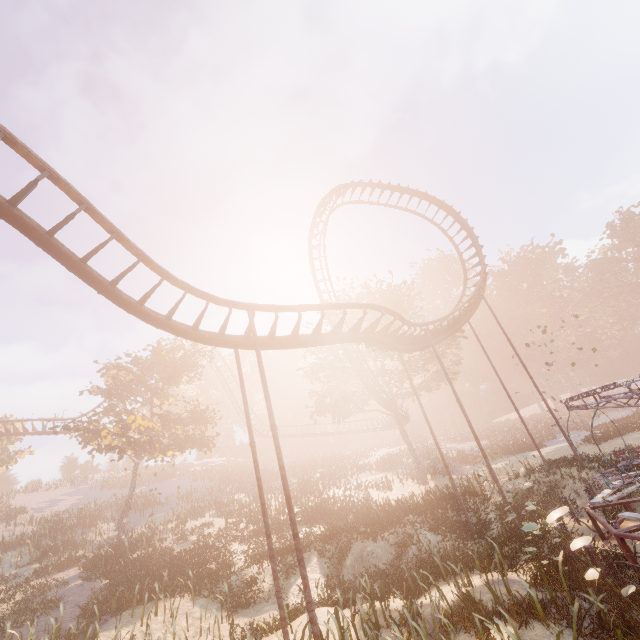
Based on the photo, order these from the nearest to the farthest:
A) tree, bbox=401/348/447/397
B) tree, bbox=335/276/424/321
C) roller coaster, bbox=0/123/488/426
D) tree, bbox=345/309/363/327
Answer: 1. roller coaster, bbox=0/123/488/426
2. tree, bbox=401/348/447/397
3. tree, bbox=335/276/424/321
4. tree, bbox=345/309/363/327

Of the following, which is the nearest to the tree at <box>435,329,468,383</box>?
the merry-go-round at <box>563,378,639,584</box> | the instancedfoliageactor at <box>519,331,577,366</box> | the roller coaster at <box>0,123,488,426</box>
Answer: the roller coaster at <box>0,123,488,426</box>

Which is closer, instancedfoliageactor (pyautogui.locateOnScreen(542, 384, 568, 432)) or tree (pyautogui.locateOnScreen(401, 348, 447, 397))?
tree (pyautogui.locateOnScreen(401, 348, 447, 397))

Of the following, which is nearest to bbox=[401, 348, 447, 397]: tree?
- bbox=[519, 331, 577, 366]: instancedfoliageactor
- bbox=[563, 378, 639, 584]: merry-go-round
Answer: bbox=[563, 378, 639, 584]: merry-go-round

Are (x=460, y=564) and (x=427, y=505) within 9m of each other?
yes

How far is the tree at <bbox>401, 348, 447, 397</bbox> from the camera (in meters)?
28.72

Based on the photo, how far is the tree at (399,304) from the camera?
29.4 meters

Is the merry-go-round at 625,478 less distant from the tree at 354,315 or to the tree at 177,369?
the tree at 354,315
